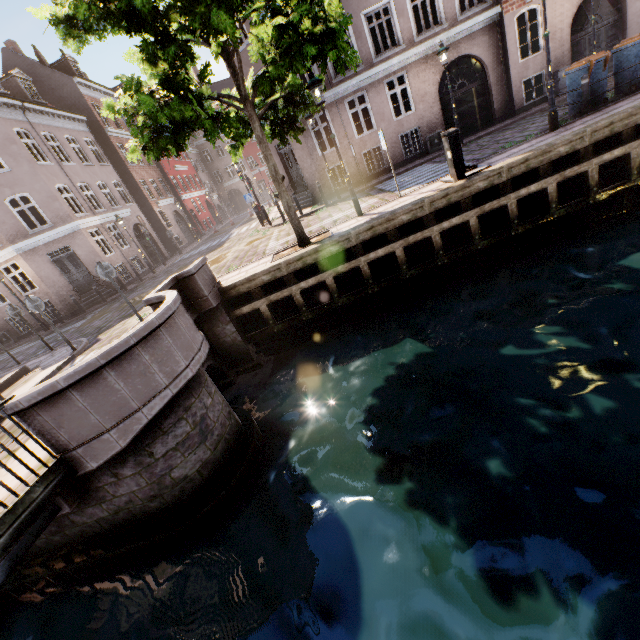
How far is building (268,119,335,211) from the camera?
16.2 meters

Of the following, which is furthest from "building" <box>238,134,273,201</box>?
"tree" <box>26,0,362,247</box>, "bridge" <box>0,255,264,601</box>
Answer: "bridge" <box>0,255,264,601</box>

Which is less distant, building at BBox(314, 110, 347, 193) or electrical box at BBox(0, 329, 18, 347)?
building at BBox(314, 110, 347, 193)

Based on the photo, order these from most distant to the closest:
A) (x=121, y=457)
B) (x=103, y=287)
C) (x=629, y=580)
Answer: (x=103, y=287), (x=121, y=457), (x=629, y=580)

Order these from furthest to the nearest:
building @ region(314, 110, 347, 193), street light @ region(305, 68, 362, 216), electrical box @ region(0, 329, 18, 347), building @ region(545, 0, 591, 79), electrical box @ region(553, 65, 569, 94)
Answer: electrical box @ region(0, 329, 18, 347) < building @ region(314, 110, 347, 193) < electrical box @ region(553, 65, 569, 94) < building @ region(545, 0, 591, 79) < street light @ region(305, 68, 362, 216)

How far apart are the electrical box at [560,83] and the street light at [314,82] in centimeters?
1327cm

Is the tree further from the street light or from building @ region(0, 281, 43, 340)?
building @ region(0, 281, 43, 340)

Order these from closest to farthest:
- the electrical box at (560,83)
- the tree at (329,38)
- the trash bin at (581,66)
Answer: the tree at (329,38) < the trash bin at (581,66) < the electrical box at (560,83)
